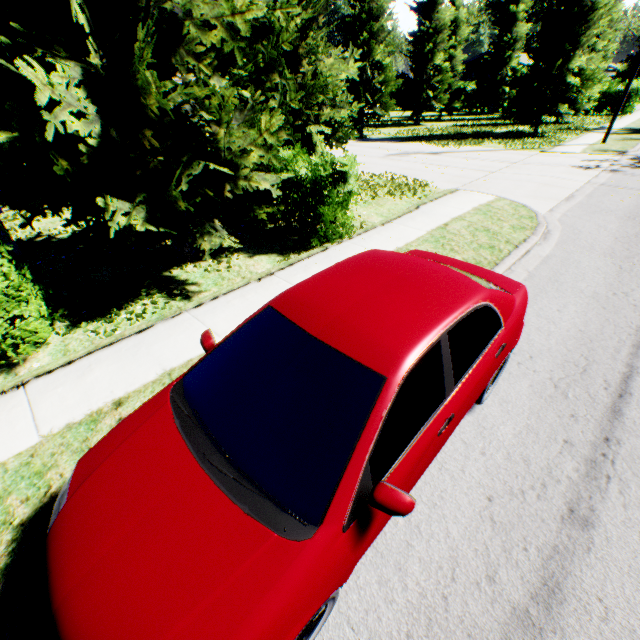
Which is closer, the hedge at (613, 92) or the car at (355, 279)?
the car at (355, 279)

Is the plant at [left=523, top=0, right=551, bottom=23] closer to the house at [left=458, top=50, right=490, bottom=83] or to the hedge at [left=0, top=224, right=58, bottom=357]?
the house at [left=458, top=50, right=490, bottom=83]

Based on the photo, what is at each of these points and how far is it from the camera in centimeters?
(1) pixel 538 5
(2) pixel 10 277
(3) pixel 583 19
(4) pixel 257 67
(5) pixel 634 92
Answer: (1) plant, 5653cm
(2) hedge, 419cm
(3) tree, 1862cm
(4) tree, 585cm
(5) hedge, 3142cm

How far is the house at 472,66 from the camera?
45.7 meters

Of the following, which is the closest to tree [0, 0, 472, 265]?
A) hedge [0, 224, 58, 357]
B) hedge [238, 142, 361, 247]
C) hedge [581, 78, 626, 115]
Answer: hedge [238, 142, 361, 247]

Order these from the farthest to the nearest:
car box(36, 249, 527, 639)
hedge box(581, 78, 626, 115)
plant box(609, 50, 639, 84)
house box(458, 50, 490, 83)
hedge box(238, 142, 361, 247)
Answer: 1. plant box(609, 50, 639, 84)
2. house box(458, 50, 490, 83)
3. hedge box(581, 78, 626, 115)
4. hedge box(238, 142, 361, 247)
5. car box(36, 249, 527, 639)

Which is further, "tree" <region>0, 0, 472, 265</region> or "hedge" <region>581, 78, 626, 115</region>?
"hedge" <region>581, 78, 626, 115</region>

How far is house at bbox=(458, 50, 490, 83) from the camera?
45.7m
